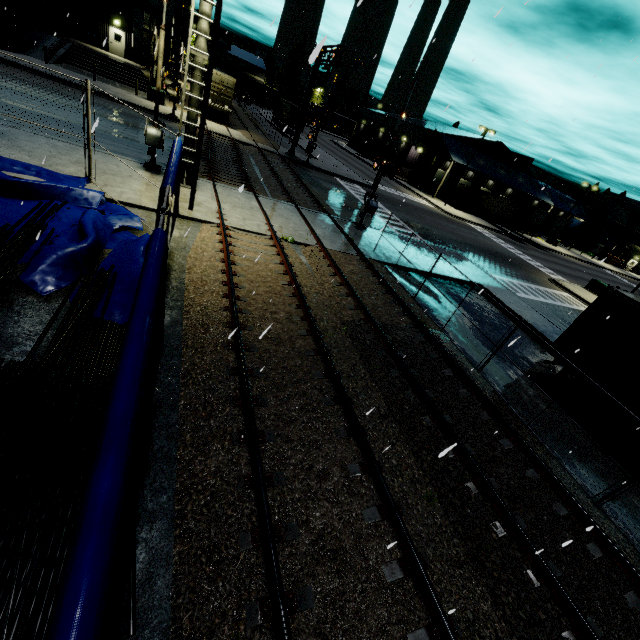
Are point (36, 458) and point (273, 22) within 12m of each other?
yes

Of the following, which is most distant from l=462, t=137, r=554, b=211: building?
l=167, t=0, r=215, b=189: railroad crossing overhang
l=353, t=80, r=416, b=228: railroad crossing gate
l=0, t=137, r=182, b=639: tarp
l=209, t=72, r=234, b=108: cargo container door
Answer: l=353, t=80, r=416, b=228: railroad crossing gate

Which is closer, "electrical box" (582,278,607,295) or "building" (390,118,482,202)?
"electrical box" (582,278,607,295)

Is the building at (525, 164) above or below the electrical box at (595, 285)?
above

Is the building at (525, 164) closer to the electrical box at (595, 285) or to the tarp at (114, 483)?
the tarp at (114, 483)

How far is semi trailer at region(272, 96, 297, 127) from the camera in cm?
4656

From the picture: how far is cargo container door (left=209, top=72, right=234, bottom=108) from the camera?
30.8 meters

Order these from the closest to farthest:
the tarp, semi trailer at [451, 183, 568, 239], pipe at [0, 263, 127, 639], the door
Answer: the tarp < pipe at [0, 263, 127, 639] < the door < semi trailer at [451, 183, 568, 239]
